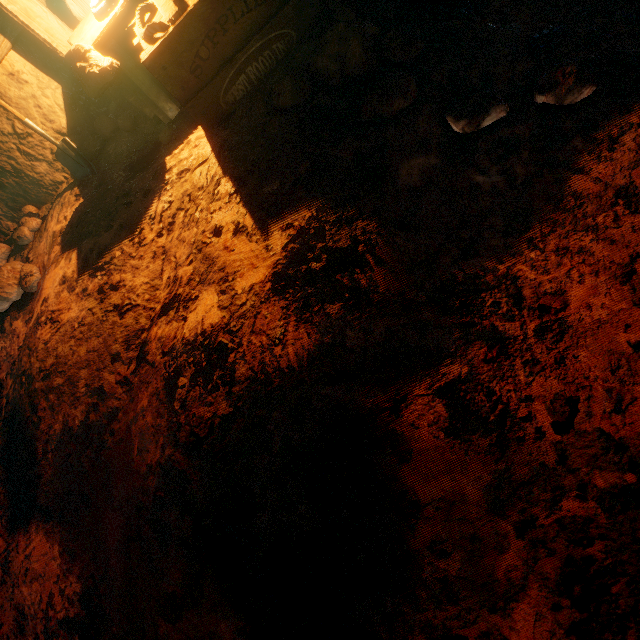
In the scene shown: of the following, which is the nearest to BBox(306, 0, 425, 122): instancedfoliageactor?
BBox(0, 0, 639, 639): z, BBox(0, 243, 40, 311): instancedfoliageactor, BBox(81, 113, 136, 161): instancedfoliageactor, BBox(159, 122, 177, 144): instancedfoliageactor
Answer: BBox(0, 0, 639, 639): z

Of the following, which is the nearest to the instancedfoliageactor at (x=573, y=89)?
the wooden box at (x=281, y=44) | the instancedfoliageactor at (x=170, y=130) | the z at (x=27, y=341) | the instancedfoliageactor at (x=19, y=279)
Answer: the z at (x=27, y=341)

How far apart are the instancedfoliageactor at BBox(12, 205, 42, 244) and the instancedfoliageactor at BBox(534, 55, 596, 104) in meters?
4.1

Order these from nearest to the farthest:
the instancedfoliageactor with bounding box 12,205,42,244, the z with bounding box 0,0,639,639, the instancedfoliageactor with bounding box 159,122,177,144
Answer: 1. the z with bounding box 0,0,639,639
2. the instancedfoliageactor with bounding box 159,122,177,144
3. the instancedfoliageactor with bounding box 12,205,42,244

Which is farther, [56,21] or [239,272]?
[56,21]

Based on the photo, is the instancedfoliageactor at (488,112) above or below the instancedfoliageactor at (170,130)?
below

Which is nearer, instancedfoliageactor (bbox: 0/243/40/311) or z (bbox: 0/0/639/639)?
z (bbox: 0/0/639/639)

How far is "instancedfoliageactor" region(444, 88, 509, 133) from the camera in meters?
1.3 m
